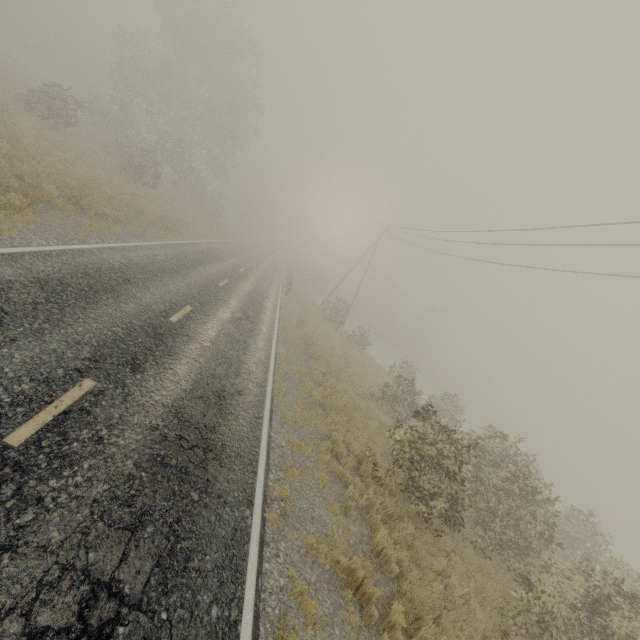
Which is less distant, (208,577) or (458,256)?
(208,577)
